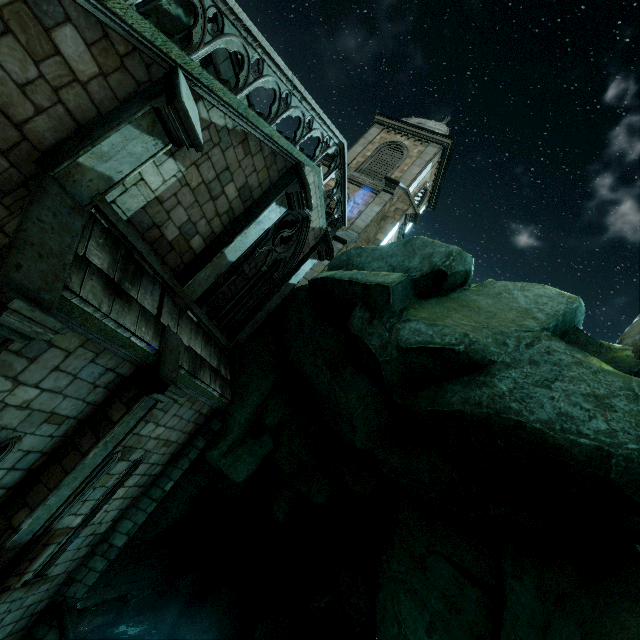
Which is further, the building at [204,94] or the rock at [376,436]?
the rock at [376,436]

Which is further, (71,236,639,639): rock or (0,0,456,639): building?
(71,236,639,639): rock

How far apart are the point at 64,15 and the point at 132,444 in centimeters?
746cm
